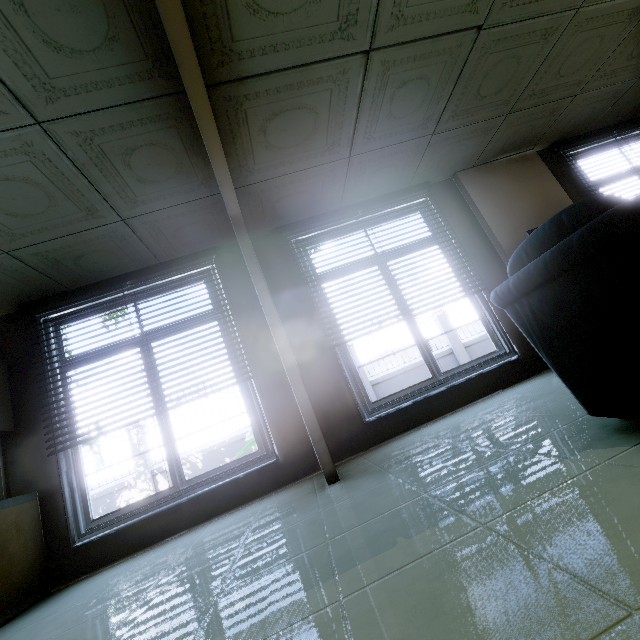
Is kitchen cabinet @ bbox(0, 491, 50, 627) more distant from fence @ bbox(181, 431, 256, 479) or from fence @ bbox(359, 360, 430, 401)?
fence @ bbox(359, 360, 430, 401)

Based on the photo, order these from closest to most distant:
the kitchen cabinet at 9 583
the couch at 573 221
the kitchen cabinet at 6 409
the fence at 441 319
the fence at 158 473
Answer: the couch at 573 221
the kitchen cabinet at 9 583
the kitchen cabinet at 6 409
the fence at 158 473
the fence at 441 319

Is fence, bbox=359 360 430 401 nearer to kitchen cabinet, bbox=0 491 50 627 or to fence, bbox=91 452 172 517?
fence, bbox=91 452 172 517

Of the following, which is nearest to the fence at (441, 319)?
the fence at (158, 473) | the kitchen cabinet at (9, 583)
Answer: the fence at (158, 473)

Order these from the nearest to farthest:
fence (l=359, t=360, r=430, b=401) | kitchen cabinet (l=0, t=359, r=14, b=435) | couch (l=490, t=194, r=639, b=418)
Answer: Result:
couch (l=490, t=194, r=639, b=418)
kitchen cabinet (l=0, t=359, r=14, b=435)
fence (l=359, t=360, r=430, b=401)

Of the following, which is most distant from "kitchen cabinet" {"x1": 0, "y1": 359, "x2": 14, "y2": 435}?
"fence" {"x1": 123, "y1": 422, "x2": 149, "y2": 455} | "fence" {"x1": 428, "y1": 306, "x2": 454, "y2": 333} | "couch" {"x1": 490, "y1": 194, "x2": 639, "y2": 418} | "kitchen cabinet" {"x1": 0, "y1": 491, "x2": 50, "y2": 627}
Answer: "fence" {"x1": 428, "y1": 306, "x2": 454, "y2": 333}

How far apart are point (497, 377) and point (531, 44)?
3.25m

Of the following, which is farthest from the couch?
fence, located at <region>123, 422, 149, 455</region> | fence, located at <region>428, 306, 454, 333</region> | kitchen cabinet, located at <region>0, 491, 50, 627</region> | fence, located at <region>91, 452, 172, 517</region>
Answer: fence, located at <region>91, 452, 172, 517</region>
